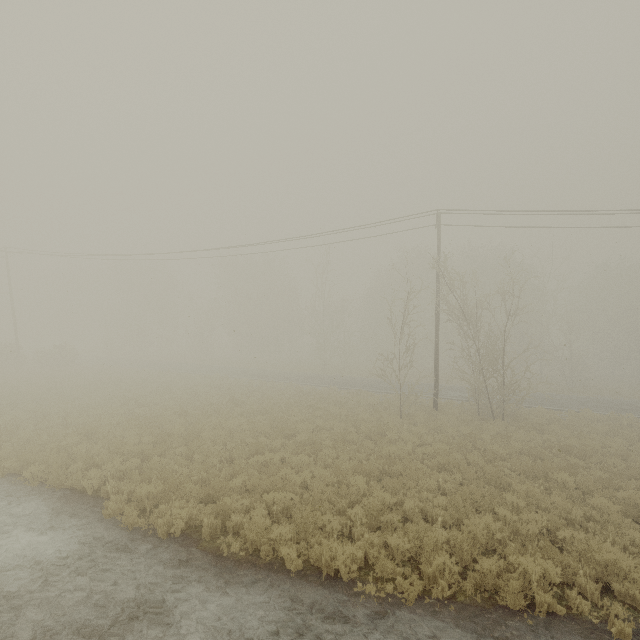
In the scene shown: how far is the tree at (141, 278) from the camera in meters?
51.7

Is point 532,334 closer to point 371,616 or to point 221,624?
point 371,616

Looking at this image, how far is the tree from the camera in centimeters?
5172cm
